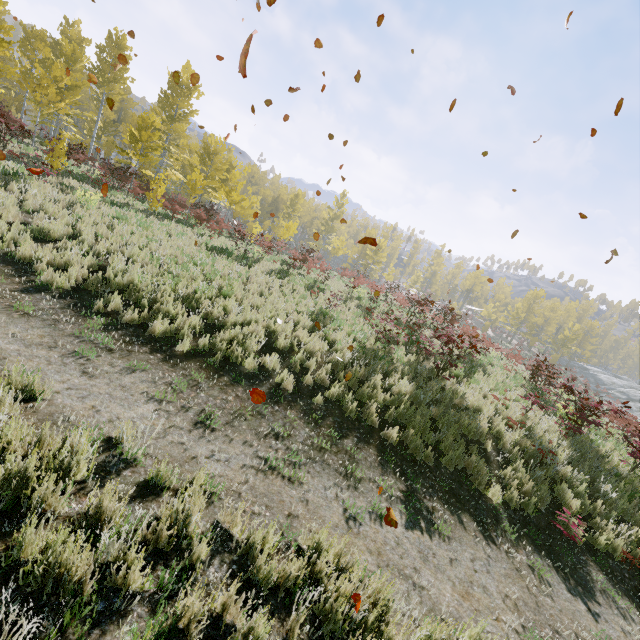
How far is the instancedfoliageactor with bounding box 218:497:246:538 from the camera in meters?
3.4

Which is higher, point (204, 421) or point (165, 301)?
point (165, 301)

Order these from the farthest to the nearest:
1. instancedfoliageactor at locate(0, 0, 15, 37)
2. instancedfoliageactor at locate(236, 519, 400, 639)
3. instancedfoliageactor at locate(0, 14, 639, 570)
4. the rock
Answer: the rock, instancedfoliageactor at locate(0, 0, 15, 37), instancedfoliageactor at locate(0, 14, 639, 570), instancedfoliageactor at locate(236, 519, 400, 639)

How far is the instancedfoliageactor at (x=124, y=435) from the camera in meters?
3.6

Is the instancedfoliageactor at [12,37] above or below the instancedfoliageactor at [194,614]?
above

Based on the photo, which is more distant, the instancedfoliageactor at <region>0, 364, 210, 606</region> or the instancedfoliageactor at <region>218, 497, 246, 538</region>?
the instancedfoliageactor at <region>218, 497, 246, 538</region>
